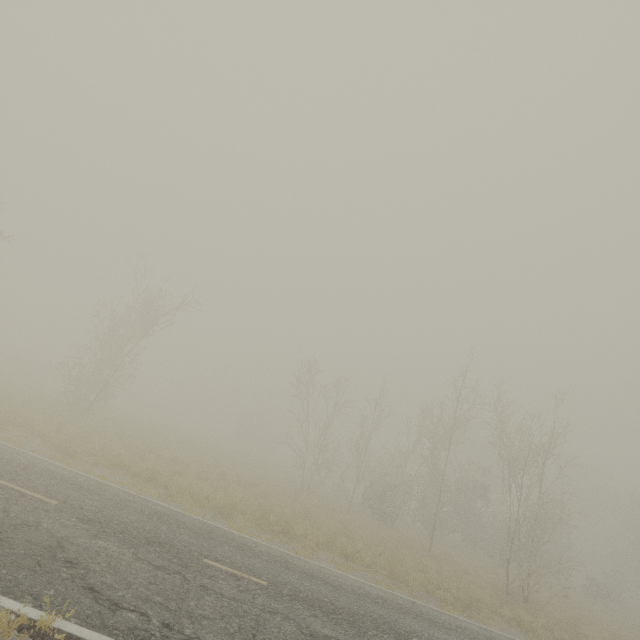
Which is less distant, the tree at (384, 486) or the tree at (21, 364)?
the tree at (384, 486)

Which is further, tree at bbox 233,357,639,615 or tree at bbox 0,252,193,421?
tree at bbox 0,252,193,421

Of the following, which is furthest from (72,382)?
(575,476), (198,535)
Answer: (575,476)
